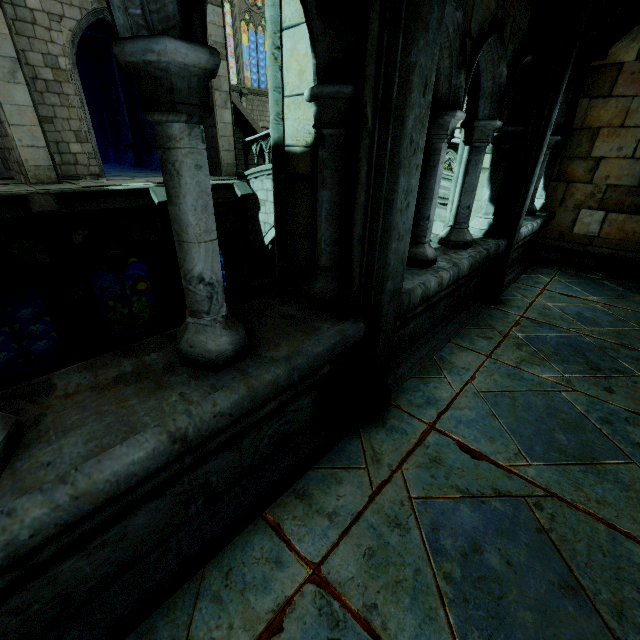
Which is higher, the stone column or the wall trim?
the stone column

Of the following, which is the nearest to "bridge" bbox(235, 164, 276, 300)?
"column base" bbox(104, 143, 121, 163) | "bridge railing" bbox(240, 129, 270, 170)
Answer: "bridge railing" bbox(240, 129, 270, 170)

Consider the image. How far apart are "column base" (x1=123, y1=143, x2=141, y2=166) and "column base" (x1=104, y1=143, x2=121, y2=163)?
2.0 meters

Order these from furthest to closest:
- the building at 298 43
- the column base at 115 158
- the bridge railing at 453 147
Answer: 1. the column base at 115 158
2. the bridge railing at 453 147
3. the building at 298 43

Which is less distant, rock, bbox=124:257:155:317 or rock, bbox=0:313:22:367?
rock, bbox=0:313:22:367

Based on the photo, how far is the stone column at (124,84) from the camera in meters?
16.7

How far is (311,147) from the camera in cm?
199

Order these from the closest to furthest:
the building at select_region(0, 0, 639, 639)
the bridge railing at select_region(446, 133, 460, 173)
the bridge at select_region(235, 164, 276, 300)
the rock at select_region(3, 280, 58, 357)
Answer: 1. the building at select_region(0, 0, 639, 639)
2. the bridge railing at select_region(446, 133, 460, 173)
3. the bridge at select_region(235, 164, 276, 300)
4. the rock at select_region(3, 280, 58, 357)
